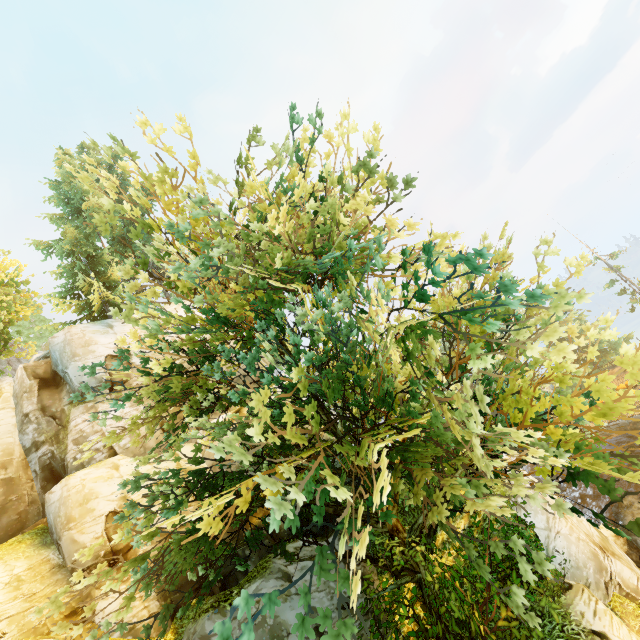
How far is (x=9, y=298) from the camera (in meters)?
20.70

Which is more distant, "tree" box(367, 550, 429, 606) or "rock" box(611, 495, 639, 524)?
"rock" box(611, 495, 639, 524)

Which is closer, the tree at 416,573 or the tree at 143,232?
the tree at 143,232

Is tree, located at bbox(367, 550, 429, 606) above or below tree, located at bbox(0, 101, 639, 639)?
below

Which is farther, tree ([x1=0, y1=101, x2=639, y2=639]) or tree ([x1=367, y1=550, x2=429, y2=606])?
tree ([x1=367, y1=550, x2=429, y2=606])

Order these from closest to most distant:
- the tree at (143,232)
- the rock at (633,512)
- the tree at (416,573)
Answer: the tree at (143,232), the tree at (416,573), the rock at (633,512)

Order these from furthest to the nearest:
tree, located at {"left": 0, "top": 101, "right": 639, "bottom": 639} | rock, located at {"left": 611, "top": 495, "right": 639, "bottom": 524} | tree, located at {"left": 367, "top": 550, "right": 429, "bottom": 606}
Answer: rock, located at {"left": 611, "top": 495, "right": 639, "bottom": 524} → tree, located at {"left": 367, "top": 550, "right": 429, "bottom": 606} → tree, located at {"left": 0, "top": 101, "right": 639, "bottom": 639}
